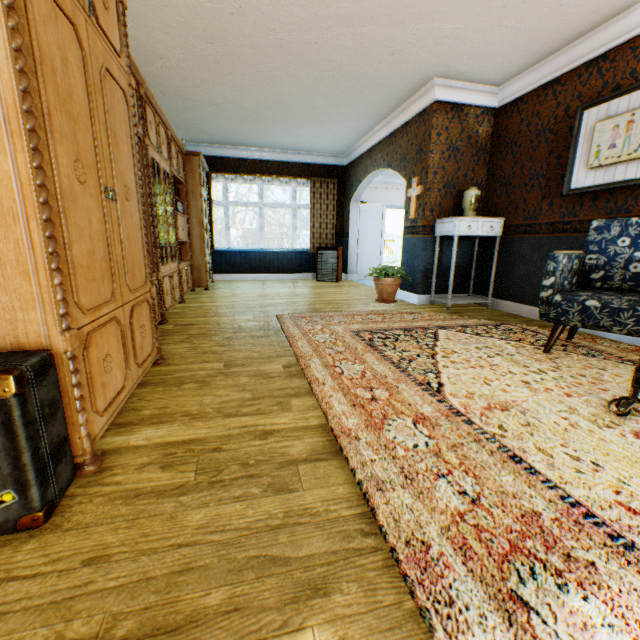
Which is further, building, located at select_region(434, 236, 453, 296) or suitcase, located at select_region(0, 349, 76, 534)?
building, located at select_region(434, 236, 453, 296)

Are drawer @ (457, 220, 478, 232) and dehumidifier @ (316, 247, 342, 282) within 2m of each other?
no

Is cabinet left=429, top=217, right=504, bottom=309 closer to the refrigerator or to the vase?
the vase

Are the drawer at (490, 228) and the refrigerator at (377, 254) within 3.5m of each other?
no

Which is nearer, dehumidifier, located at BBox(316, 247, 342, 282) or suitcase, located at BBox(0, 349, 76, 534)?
suitcase, located at BBox(0, 349, 76, 534)

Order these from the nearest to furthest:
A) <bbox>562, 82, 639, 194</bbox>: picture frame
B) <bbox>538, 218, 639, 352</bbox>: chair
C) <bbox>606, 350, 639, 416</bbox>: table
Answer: <bbox>606, 350, 639, 416</bbox>: table, <bbox>538, 218, 639, 352</bbox>: chair, <bbox>562, 82, 639, 194</bbox>: picture frame

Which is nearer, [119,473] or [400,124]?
[119,473]

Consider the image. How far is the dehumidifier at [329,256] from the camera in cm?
817
